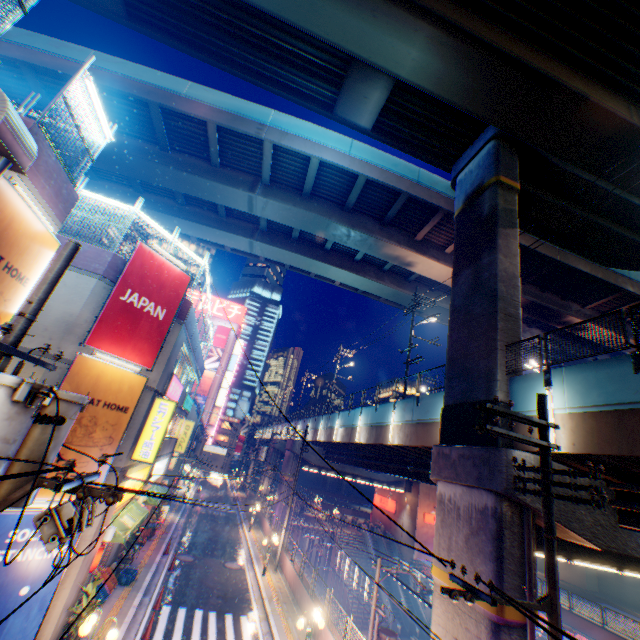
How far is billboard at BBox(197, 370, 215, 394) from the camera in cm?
5806

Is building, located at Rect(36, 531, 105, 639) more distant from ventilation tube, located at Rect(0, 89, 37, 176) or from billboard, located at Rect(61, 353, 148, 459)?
ventilation tube, located at Rect(0, 89, 37, 176)

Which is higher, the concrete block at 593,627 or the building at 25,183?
the building at 25,183

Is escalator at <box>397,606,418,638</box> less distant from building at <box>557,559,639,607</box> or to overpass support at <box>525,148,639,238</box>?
overpass support at <box>525,148,639,238</box>

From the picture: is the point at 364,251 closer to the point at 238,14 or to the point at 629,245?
the point at 238,14

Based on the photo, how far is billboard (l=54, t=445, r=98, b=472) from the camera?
10.1 meters

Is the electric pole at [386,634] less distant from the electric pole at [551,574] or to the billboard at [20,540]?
the electric pole at [551,574]

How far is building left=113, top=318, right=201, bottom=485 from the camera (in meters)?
12.17
